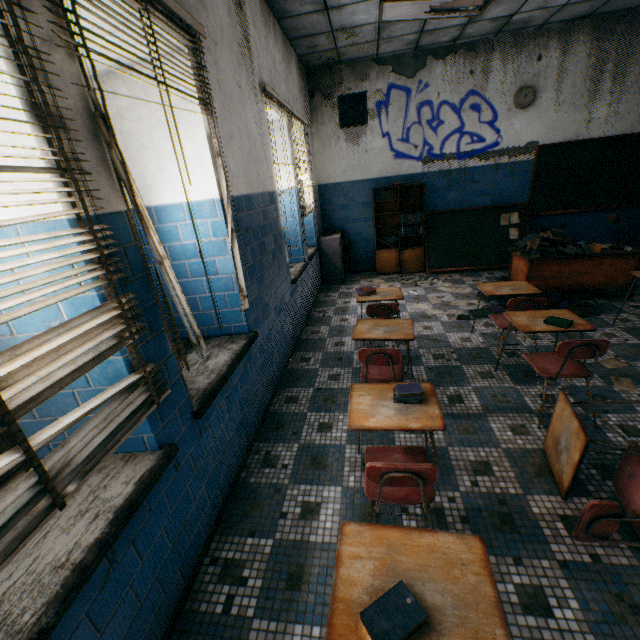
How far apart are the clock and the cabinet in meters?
3.8 m

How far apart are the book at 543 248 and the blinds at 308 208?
3.27m

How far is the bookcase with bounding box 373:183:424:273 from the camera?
6.61m

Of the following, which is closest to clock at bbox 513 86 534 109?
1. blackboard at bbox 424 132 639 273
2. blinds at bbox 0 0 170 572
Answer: blackboard at bbox 424 132 639 273

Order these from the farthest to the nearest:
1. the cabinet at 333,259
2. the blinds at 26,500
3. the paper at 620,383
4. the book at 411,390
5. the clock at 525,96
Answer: the cabinet at 333,259 < the clock at 525,96 < the paper at 620,383 < the book at 411,390 < the blinds at 26,500

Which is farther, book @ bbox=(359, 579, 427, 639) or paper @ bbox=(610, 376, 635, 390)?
paper @ bbox=(610, 376, 635, 390)

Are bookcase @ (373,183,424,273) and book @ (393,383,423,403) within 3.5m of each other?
no

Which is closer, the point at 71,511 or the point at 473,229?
the point at 71,511
